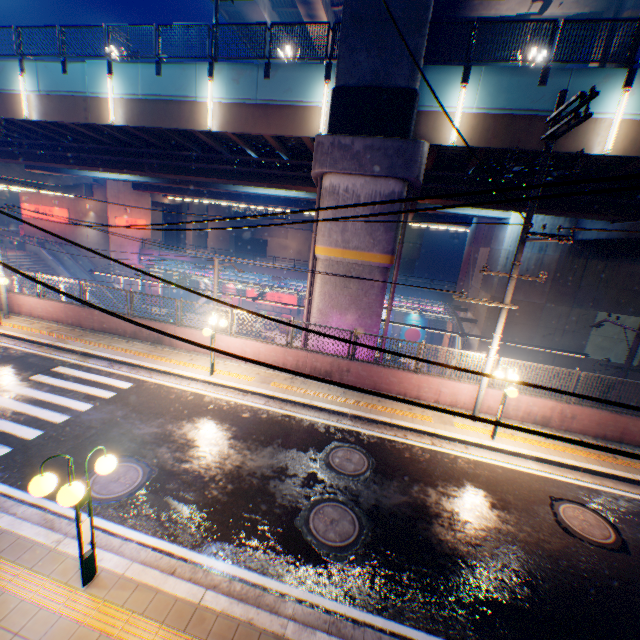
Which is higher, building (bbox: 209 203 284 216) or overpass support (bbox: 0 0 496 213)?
overpass support (bbox: 0 0 496 213)

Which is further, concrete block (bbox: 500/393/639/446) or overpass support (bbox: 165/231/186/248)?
overpass support (bbox: 165/231/186/248)

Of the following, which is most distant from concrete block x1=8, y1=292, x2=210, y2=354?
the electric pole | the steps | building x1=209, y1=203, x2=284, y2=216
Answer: building x1=209, y1=203, x2=284, y2=216

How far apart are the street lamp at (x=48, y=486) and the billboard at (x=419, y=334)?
31.70m

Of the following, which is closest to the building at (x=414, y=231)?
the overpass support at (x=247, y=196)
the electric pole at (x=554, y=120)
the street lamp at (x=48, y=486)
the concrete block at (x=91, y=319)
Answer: the overpass support at (x=247, y=196)

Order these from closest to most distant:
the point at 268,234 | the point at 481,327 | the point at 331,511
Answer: the point at 331,511 < the point at 481,327 < the point at 268,234

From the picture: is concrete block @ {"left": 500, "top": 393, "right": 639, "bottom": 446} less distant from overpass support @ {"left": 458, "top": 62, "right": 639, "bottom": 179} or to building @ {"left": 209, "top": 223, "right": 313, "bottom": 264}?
overpass support @ {"left": 458, "top": 62, "right": 639, "bottom": 179}

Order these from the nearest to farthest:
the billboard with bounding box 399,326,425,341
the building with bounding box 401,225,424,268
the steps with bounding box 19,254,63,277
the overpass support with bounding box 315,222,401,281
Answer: the overpass support with bounding box 315,222,401,281
the steps with bounding box 19,254,63,277
the billboard with bounding box 399,326,425,341
the building with bounding box 401,225,424,268
